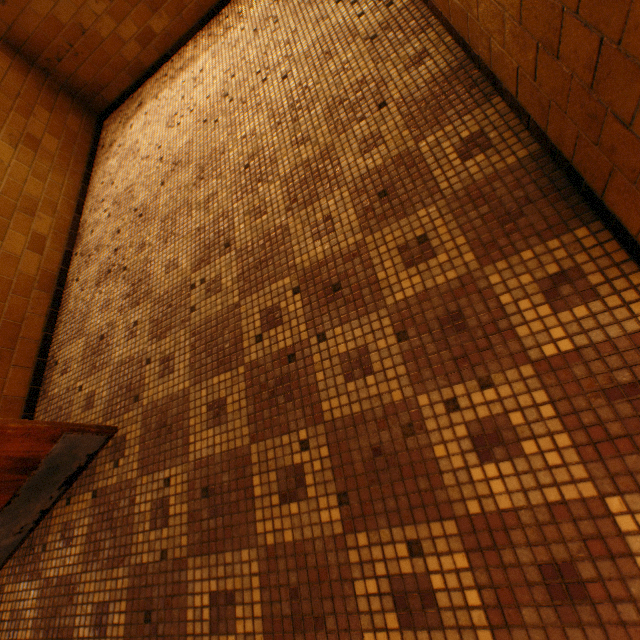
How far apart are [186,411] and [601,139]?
2.1m
